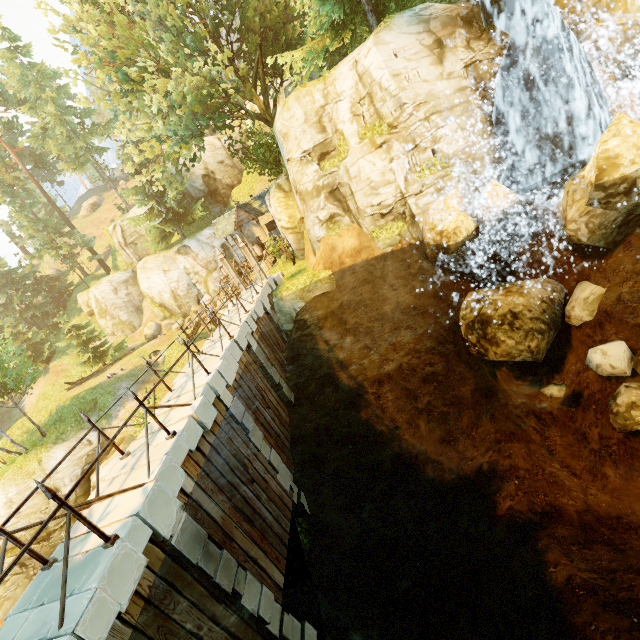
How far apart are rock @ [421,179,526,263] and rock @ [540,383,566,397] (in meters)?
5.38

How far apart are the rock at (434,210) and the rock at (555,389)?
5.4m

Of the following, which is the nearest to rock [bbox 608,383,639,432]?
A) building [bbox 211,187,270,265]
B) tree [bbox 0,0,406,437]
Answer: tree [bbox 0,0,406,437]

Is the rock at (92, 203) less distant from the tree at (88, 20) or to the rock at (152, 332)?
the tree at (88, 20)

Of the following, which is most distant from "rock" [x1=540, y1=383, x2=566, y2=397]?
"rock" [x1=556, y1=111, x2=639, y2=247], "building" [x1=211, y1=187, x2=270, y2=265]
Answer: "building" [x1=211, y1=187, x2=270, y2=265]

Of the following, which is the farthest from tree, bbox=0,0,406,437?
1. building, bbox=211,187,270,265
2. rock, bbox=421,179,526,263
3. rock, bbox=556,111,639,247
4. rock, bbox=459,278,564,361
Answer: rock, bbox=459,278,564,361

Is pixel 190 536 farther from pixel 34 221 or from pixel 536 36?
pixel 34 221

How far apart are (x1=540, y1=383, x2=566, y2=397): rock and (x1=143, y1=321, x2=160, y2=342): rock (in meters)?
35.19
